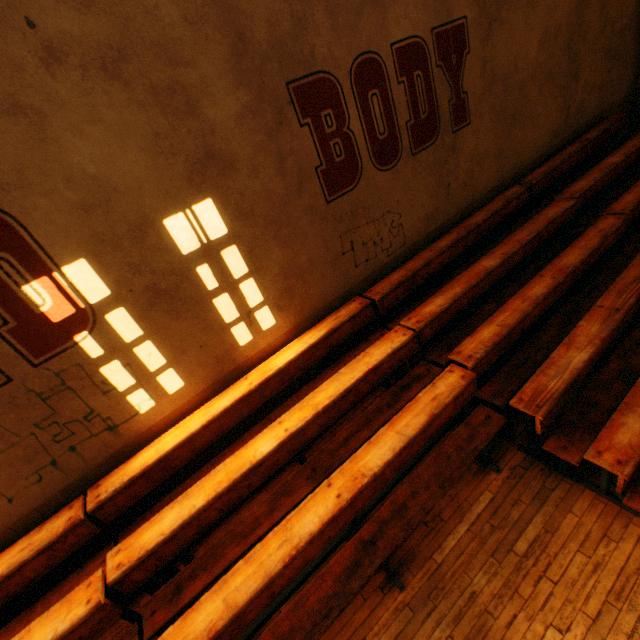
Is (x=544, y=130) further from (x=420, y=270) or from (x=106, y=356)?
(x=106, y=356)
